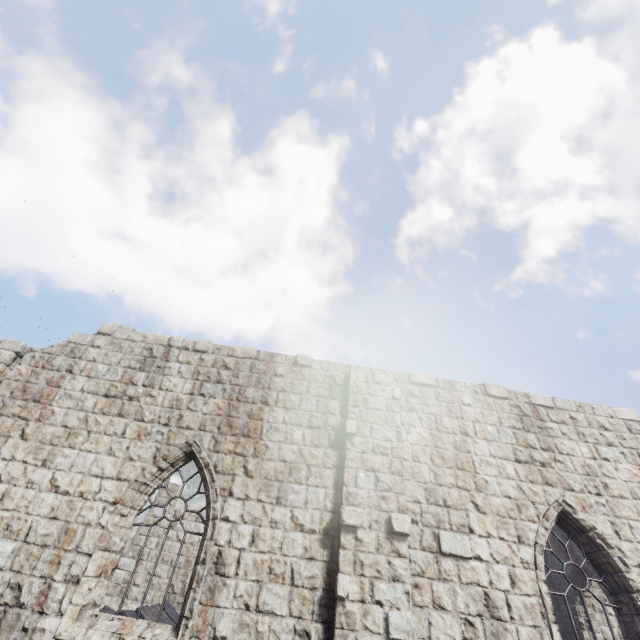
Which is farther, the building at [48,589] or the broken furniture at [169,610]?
the broken furniture at [169,610]

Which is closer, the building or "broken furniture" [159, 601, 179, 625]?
the building

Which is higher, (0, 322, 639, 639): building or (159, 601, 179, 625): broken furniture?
(0, 322, 639, 639): building

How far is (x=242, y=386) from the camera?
8.2m

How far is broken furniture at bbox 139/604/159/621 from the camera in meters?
9.1

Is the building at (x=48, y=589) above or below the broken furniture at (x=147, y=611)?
above
